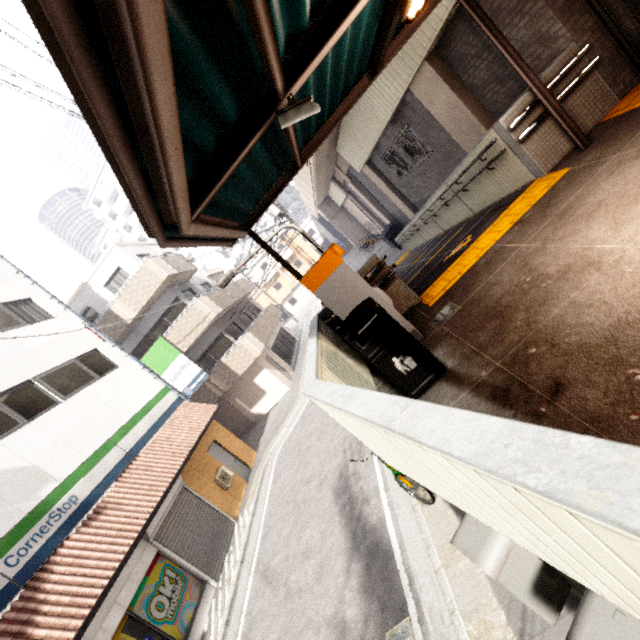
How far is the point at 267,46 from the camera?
1.9m

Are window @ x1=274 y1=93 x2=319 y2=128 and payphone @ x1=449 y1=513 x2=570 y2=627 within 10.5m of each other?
yes

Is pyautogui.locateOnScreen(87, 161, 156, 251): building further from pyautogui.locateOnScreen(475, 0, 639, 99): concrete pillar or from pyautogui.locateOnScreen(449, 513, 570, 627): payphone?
pyautogui.locateOnScreen(449, 513, 570, 627): payphone

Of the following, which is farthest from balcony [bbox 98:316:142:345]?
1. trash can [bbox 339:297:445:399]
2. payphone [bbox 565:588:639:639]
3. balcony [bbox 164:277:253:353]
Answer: payphone [bbox 565:588:639:639]

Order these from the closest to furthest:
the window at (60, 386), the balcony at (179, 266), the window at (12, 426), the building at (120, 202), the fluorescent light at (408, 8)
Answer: the fluorescent light at (408, 8), the window at (12, 426), the window at (60, 386), the balcony at (179, 266), the building at (120, 202)

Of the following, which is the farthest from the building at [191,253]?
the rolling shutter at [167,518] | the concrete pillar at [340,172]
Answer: the rolling shutter at [167,518]

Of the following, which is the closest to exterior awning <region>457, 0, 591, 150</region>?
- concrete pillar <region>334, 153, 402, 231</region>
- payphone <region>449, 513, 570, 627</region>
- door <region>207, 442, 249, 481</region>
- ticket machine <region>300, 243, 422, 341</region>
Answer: ticket machine <region>300, 243, 422, 341</region>

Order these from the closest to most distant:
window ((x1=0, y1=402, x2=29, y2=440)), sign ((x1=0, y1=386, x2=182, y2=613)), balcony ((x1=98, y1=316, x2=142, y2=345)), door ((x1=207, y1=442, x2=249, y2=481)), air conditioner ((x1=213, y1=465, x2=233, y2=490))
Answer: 1. sign ((x1=0, y1=386, x2=182, y2=613))
2. window ((x1=0, y1=402, x2=29, y2=440))
3. air conditioner ((x1=213, y1=465, x2=233, y2=490))
4. door ((x1=207, y1=442, x2=249, y2=481))
5. balcony ((x1=98, y1=316, x2=142, y2=345))
